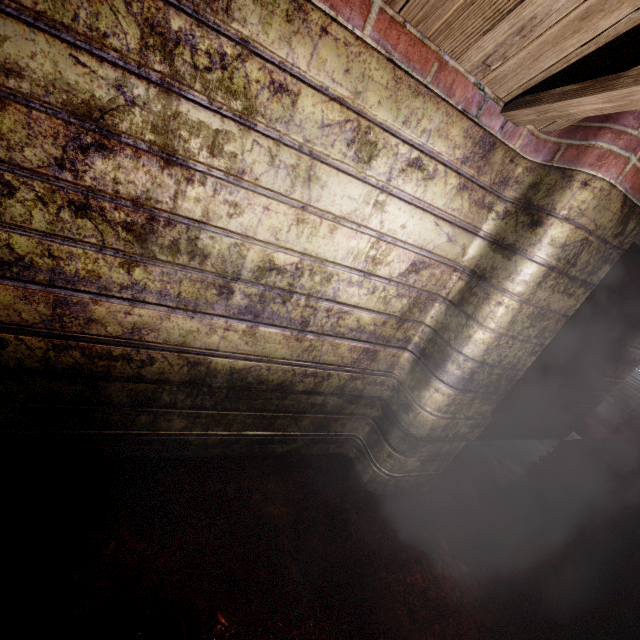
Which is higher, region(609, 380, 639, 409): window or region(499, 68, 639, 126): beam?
region(499, 68, 639, 126): beam

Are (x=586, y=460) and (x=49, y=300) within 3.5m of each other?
no

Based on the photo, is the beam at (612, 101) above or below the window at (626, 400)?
above

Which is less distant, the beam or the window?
the beam

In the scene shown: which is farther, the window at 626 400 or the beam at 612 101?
the window at 626 400
